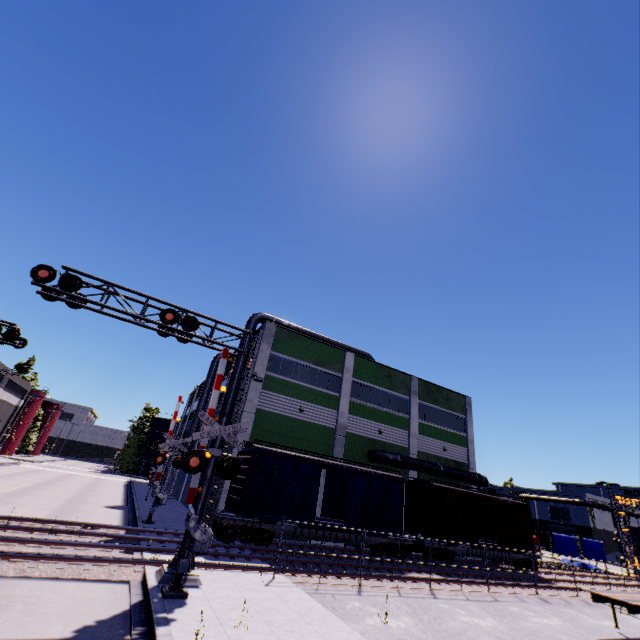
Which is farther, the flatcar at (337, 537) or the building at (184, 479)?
the building at (184, 479)

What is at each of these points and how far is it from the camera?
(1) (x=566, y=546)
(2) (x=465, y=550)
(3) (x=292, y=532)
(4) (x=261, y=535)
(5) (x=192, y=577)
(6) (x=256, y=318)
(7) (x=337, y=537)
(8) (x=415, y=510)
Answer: (1) tarp, 35.0m
(2) flatcar, 22.8m
(3) flatcar, 17.7m
(4) bogie, 16.9m
(5) railroad crossing overhang, 10.3m
(6) vent duct, 27.3m
(7) flatcar, 18.7m
(8) cargo car, 23.9m

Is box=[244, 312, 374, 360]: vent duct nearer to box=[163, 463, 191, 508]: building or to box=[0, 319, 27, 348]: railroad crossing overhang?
box=[163, 463, 191, 508]: building

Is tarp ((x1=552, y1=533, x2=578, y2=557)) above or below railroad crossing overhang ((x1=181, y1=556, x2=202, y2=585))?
above

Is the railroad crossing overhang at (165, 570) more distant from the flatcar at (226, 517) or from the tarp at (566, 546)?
the tarp at (566, 546)

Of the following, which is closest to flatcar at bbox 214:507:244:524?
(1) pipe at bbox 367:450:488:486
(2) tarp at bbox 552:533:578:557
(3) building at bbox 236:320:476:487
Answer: (3) building at bbox 236:320:476:487

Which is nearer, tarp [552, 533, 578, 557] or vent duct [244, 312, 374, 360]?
vent duct [244, 312, 374, 360]

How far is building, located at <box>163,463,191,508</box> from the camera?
31.66m
